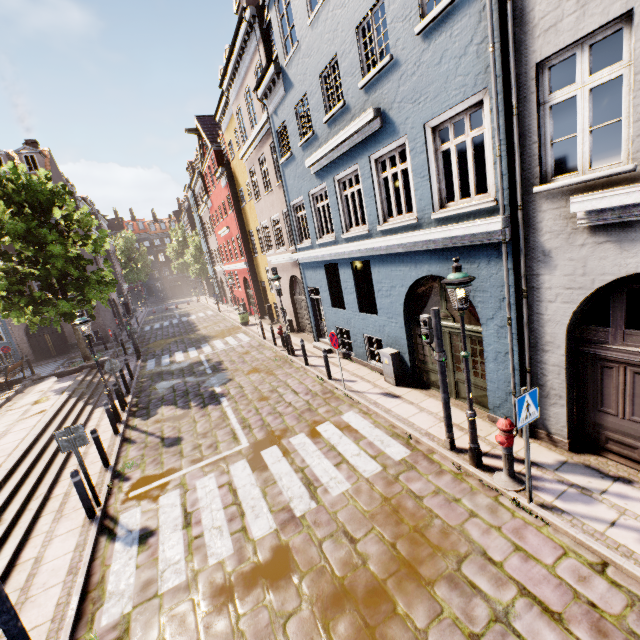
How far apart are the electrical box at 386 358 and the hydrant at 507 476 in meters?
4.1 m

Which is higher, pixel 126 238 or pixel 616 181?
pixel 126 238

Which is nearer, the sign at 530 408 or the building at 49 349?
the sign at 530 408

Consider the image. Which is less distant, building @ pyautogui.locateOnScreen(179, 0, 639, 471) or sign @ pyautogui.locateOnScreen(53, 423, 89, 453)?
building @ pyautogui.locateOnScreen(179, 0, 639, 471)

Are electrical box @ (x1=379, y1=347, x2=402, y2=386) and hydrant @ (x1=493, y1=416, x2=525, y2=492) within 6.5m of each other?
yes

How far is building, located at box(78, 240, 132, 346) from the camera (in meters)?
27.30

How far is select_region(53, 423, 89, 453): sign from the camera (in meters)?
6.52

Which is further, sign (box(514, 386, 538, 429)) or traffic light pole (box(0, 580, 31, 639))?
sign (box(514, 386, 538, 429))
